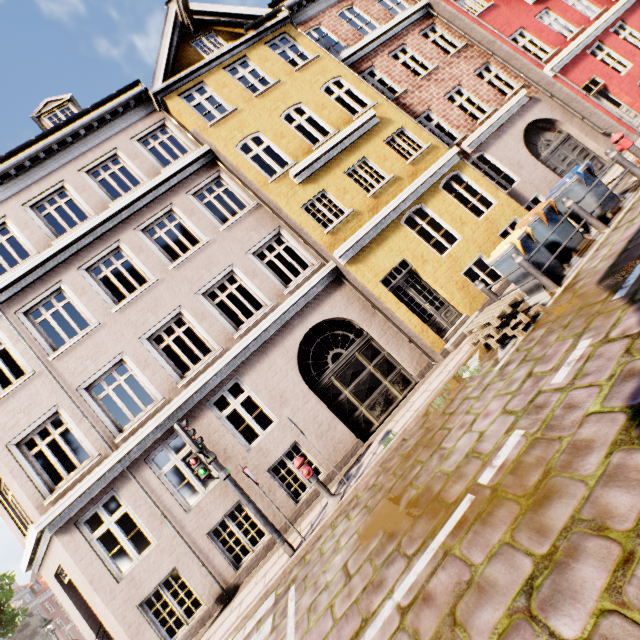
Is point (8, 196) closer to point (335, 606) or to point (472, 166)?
point (335, 606)

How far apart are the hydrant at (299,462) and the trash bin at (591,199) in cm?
850

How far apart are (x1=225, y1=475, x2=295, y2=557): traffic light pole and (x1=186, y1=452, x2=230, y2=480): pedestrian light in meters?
0.0 m

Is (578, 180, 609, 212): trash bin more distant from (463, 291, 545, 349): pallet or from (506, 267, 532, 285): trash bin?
(463, 291, 545, 349): pallet

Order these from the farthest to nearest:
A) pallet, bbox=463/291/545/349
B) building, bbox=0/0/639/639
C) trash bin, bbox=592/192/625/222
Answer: building, bbox=0/0/639/639, trash bin, bbox=592/192/625/222, pallet, bbox=463/291/545/349

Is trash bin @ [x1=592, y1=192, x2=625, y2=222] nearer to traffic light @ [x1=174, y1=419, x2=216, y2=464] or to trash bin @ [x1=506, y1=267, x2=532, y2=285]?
trash bin @ [x1=506, y1=267, x2=532, y2=285]

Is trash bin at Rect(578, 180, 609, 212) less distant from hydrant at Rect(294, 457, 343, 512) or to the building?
the building

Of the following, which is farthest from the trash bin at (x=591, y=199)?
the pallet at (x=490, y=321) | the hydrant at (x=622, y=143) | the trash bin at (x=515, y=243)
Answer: the pallet at (x=490, y=321)
